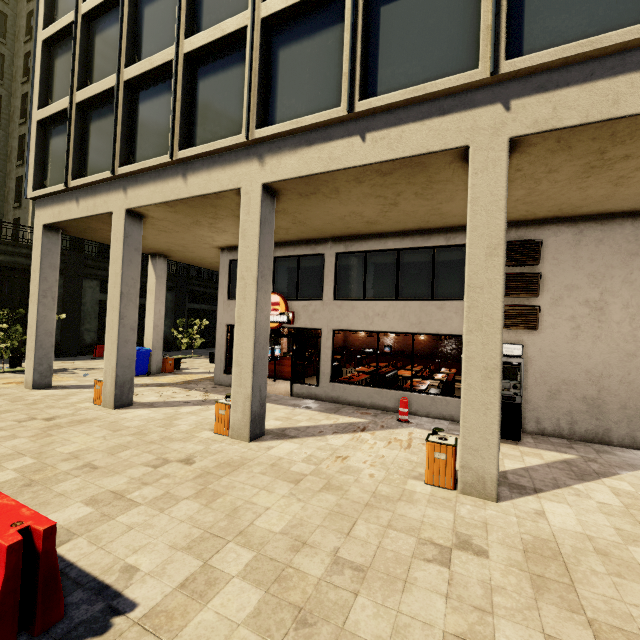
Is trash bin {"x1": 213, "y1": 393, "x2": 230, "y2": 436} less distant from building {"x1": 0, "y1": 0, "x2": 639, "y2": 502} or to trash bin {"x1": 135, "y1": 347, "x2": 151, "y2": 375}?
building {"x1": 0, "y1": 0, "x2": 639, "y2": 502}

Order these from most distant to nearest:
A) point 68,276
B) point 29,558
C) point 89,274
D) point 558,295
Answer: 1. point 89,274
2. point 68,276
3. point 558,295
4. point 29,558

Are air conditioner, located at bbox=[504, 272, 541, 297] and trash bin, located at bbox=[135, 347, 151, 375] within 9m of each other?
no

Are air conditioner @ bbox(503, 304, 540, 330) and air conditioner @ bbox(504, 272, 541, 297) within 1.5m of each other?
yes

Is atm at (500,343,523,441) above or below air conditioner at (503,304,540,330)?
below

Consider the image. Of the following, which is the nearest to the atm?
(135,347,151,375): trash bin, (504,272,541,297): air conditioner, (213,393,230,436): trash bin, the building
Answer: the building

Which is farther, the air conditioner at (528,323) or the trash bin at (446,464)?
the air conditioner at (528,323)

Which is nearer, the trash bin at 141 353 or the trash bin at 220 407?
the trash bin at 220 407
